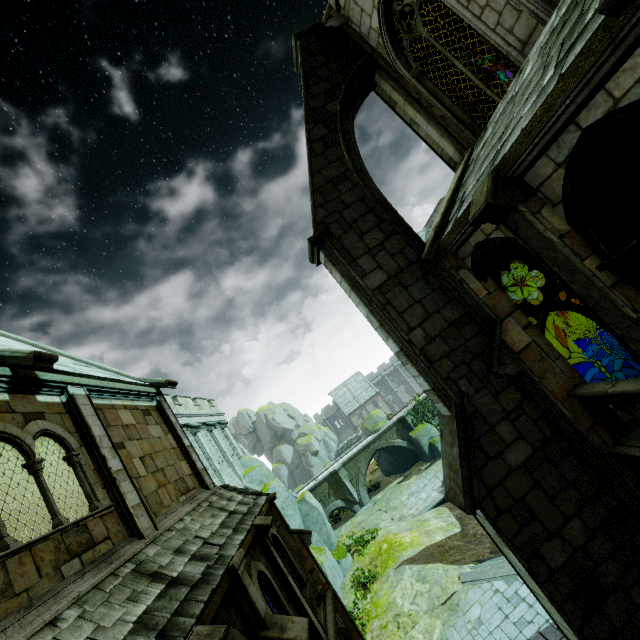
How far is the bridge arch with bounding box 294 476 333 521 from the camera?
32.9m

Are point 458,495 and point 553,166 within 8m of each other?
yes

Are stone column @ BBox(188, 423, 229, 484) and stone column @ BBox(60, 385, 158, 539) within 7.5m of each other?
no

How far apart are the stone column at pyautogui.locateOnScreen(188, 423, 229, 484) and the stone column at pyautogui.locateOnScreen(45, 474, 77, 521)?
8.5 meters

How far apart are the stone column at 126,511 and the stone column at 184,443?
3.3 meters

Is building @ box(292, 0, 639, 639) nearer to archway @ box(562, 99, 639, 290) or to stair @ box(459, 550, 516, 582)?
archway @ box(562, 99, 639, 290)

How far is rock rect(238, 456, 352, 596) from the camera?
20.9 meters

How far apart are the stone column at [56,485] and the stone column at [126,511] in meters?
5.4
